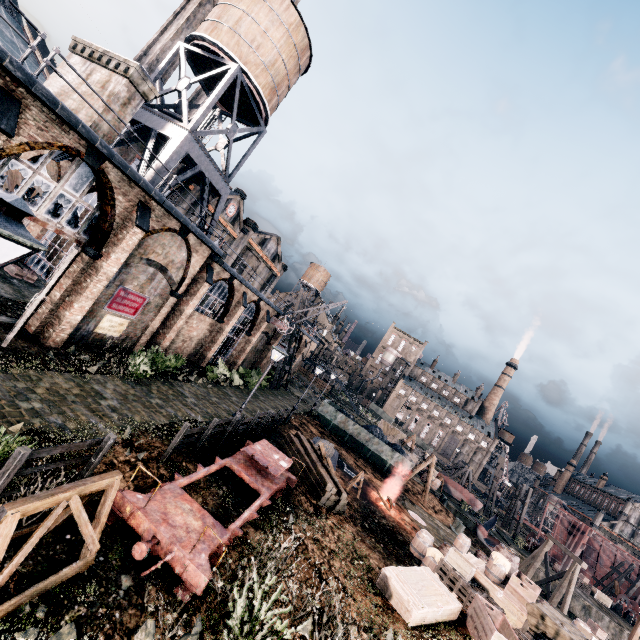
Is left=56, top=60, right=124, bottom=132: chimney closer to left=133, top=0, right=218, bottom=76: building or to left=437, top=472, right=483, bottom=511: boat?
left=133, top=0, right=218, bottom=76: building

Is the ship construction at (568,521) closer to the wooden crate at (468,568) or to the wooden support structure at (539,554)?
the wooden support structure at (539,554)

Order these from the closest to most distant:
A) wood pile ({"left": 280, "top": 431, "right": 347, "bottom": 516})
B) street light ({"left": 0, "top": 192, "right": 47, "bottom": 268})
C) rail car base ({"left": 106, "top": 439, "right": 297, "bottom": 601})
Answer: street light ({"left": 0, "top": 192, "right": 47, "bottom": 268}), rail car base ({"left": 106, "top": 439, "right": 297, "bottom": 601}), wood pile ({"left": 280, "top": 431, "right": 347, "bottom": 516})

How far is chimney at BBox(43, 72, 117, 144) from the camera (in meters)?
14.88

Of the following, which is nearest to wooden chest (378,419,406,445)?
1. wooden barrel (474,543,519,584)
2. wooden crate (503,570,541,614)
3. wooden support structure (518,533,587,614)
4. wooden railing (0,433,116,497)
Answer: wooden support structure (518,533,587,614)

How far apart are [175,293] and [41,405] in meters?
10.6

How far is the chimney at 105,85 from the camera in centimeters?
1502cm

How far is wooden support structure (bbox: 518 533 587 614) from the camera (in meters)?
26.56
